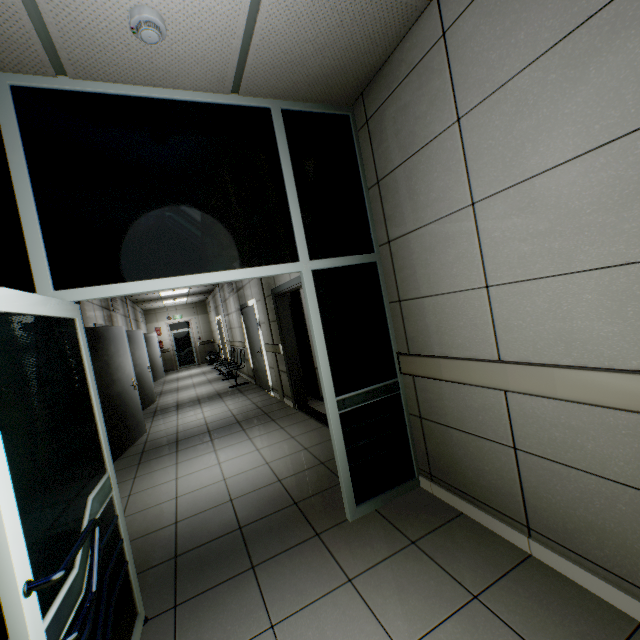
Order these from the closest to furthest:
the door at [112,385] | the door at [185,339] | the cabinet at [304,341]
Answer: the door at [112,385] → the cabinet at [304,341] → the door at [185,339]

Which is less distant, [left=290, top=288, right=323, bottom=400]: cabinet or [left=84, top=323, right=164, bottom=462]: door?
[left=84, top=323, right=164, bottom=462]: door

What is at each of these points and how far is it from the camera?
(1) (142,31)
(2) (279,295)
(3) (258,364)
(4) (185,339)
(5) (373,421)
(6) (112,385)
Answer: (1) fire alarm, 1.61m
(2) door, 5.62m
(3) door, 7.88m
(4) door, 17.00m
(5) doorway, 2.66m
(6) door, 5.08m

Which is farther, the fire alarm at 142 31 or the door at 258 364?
the door at 258 364

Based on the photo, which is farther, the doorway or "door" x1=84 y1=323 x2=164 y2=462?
"door" x1=84 y1=323 x2=164 y2=462

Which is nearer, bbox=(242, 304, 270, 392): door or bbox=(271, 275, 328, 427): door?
bbox=(271, 275, 328, 427): door

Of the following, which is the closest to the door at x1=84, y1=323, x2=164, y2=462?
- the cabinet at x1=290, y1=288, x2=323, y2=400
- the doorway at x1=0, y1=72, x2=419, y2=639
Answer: the doorway at x1=0, y1=72, x2=419, y2=639

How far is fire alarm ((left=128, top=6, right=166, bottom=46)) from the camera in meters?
1.6 m
